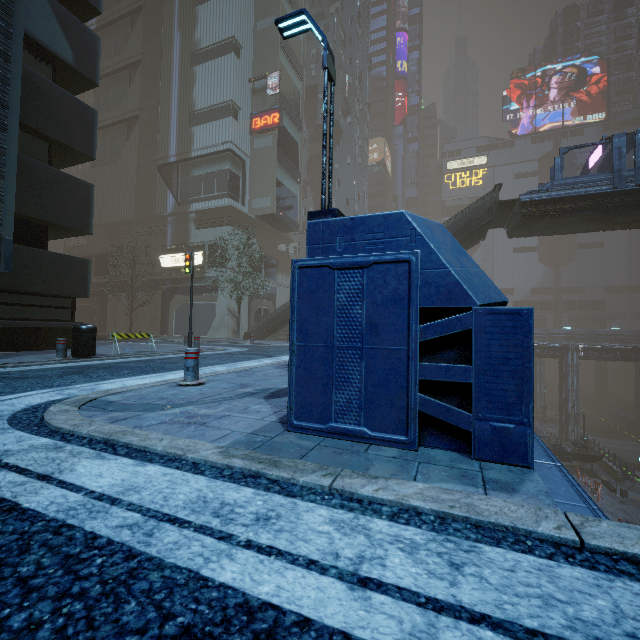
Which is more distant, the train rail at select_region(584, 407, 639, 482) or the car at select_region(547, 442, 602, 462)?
the train rail at select_region(584, 407, 639, 482)

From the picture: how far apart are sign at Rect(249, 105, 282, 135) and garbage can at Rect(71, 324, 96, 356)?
28.2m

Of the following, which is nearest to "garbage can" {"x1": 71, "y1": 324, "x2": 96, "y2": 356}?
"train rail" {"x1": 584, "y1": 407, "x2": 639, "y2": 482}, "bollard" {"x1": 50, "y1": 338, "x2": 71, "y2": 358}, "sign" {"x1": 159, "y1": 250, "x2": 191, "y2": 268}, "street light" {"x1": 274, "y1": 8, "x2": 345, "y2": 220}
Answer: "bollard" {"x1": 50, "y1": 338, "x2": 71, "y2": 358}

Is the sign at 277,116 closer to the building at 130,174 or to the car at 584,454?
the building at 130,174

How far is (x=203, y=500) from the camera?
1.8m

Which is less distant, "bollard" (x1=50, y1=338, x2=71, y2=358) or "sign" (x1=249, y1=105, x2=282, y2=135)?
"bollard" (x1=50, y1=338, x2=71, y2=358)

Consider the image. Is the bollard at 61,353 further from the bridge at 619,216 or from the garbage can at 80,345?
the bridge at 619,216

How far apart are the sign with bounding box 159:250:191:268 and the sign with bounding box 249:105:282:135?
12.7 meters
